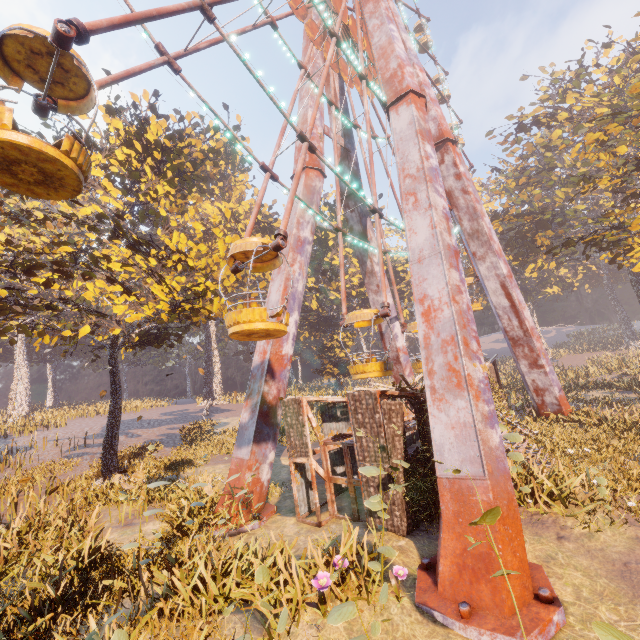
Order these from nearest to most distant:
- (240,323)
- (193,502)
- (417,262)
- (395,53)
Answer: (240,323) → (417,262) → (193,502) → (395,53)

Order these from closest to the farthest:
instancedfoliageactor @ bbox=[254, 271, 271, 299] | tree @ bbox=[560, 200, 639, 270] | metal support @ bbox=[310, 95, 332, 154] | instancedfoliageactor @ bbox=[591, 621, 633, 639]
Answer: instancedfoliageactor @ bbox=[591, 621, 633, 639] < tree @ bbox=[560, 200, 639, 270] < metal support @ bbox=[310, 95, 332, 154] < instancedfoliageactor @ bbox=[254, 271, 271, 299]

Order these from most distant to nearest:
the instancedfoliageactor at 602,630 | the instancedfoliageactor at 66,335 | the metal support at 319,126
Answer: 1. the metal support at 319,126
2. the instancedfoliageactor at 66,335
3. the instancedfoliageactor at 602,630

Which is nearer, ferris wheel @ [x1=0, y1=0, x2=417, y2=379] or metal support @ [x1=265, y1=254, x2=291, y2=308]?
ferris wheel @ [x1=0, y1=0, x2=417, y2=379]

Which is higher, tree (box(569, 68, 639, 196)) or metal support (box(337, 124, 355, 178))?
metal support (box(337, 124, 355, 178))

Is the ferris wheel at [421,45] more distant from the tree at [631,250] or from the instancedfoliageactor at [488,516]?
the instancedfoliageactor at [488,516]

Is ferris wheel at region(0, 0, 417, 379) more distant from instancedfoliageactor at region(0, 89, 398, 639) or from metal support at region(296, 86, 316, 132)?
instancedfoliageactor at region(0, 89, 398, 639)

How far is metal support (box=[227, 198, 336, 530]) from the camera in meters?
11.7
